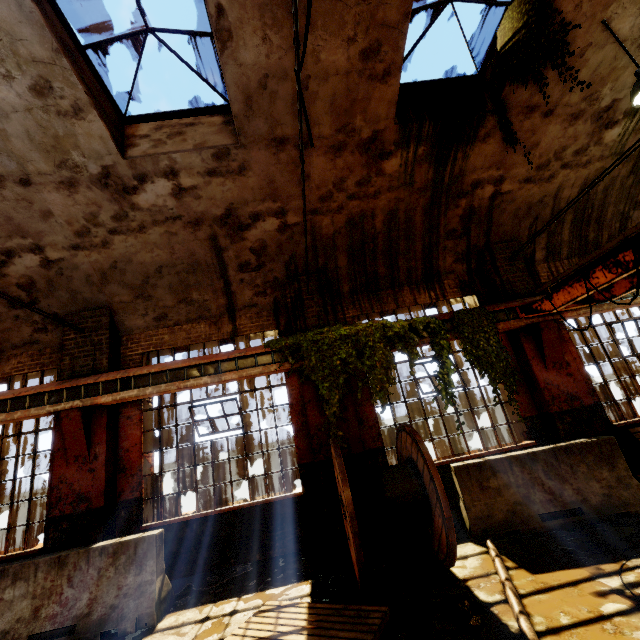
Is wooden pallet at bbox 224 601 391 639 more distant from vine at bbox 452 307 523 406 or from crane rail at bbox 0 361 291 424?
vine at bbox 452 307 523 406

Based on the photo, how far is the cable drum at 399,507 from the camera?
3.9 meters

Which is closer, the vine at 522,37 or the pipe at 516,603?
the pipe at 516,603

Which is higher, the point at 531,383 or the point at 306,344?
the point at 306,344

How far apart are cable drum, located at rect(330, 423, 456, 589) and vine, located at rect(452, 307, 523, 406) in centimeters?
217cm

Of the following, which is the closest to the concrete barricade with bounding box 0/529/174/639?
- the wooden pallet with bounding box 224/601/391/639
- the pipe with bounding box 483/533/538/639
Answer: the wooden pallet with bounding box 224/601/391/639

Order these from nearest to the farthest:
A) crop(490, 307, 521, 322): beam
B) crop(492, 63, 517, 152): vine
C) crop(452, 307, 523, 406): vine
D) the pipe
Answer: the pipe < crop(492, 63, 517, 152): vine < crop(452, 307, 523, 406): vine < crop(490, 307, 521, 322): beam

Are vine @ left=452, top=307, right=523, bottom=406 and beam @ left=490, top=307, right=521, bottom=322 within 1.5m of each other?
yes
